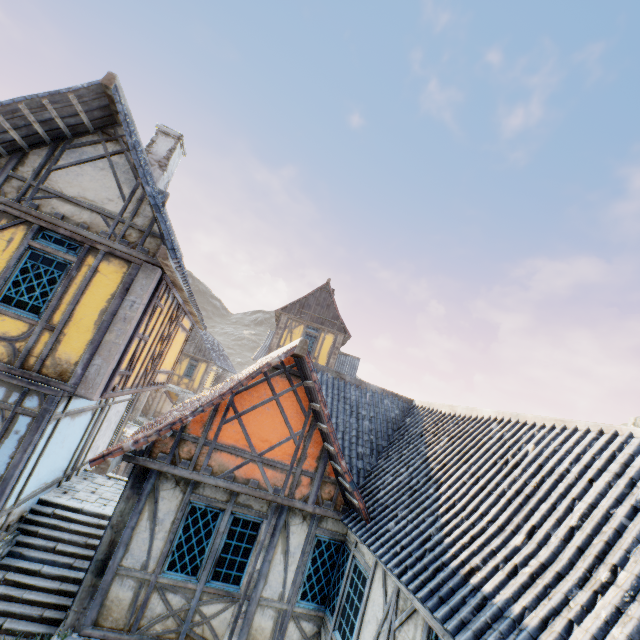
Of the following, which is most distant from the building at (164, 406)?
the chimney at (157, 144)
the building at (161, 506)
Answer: the chimney at (157, 144)

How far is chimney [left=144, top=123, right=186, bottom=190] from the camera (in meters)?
10.59

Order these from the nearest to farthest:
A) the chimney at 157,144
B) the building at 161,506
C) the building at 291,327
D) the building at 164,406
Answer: the building at 161,506 < the chimney at 157,144 < the building at 291,327 < the building at 164,406

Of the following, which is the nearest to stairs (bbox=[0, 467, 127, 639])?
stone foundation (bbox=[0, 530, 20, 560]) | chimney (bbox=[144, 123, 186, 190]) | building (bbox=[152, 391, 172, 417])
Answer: stone foundation (bbox=[0, 530, 20, 560])

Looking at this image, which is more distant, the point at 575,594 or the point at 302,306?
the point at 302,306

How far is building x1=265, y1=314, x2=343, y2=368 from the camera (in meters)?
19.59

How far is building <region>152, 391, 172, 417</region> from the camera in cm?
2694

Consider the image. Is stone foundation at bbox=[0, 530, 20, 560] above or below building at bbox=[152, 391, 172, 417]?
below
